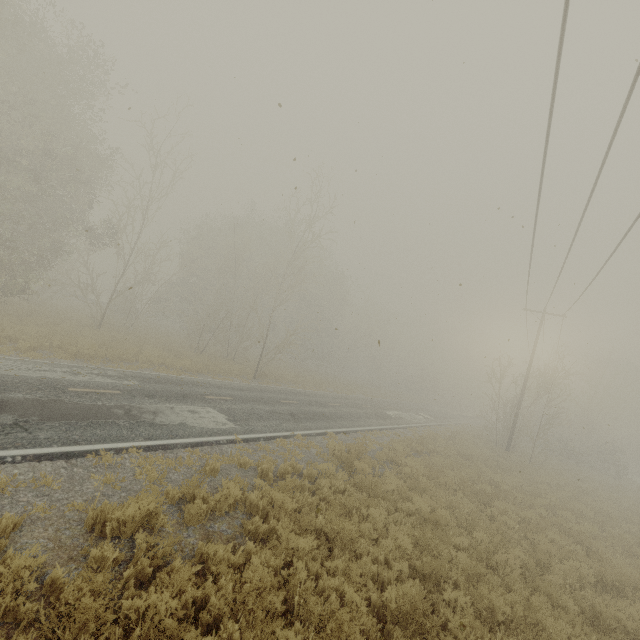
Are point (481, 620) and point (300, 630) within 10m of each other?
yes

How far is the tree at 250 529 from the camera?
6.24m

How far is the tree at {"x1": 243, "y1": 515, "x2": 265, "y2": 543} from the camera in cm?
624
